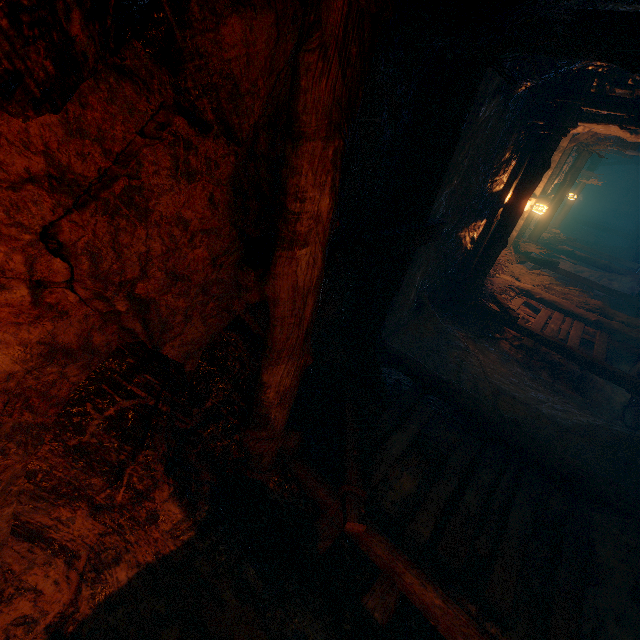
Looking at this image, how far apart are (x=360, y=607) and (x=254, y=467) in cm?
145
